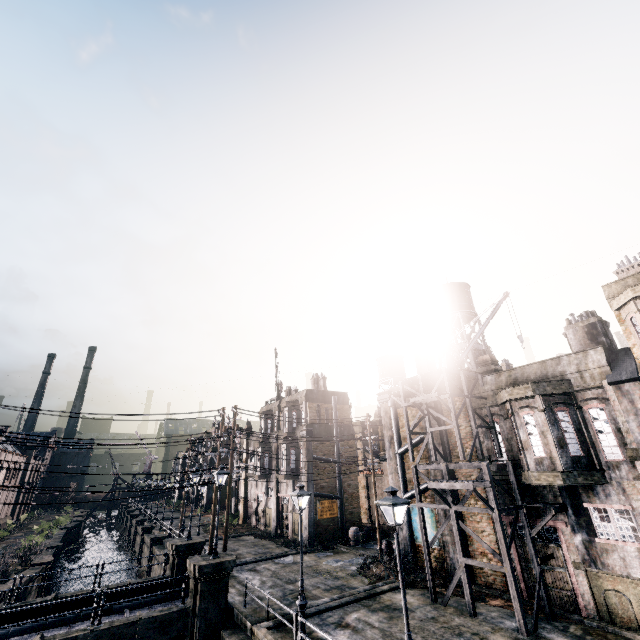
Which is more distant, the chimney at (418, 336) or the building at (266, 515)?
the building at (266, 515)

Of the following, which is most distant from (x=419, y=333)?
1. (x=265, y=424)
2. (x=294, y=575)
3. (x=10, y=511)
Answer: (x=10, y=511)

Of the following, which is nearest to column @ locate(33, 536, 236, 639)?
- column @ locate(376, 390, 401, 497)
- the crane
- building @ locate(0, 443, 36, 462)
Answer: building @ locate(0, 443, 36, 462)

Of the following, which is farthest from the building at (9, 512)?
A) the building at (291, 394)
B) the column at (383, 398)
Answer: the column at (383, 398)

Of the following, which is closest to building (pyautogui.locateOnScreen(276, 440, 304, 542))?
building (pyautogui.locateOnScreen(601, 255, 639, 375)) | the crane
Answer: the crane

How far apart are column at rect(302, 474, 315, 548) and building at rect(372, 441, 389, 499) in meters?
10.1 m

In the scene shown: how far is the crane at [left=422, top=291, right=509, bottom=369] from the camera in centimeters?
2055cm

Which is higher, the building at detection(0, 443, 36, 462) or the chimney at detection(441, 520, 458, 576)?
the building at detection(0, 443, 36, 462)
